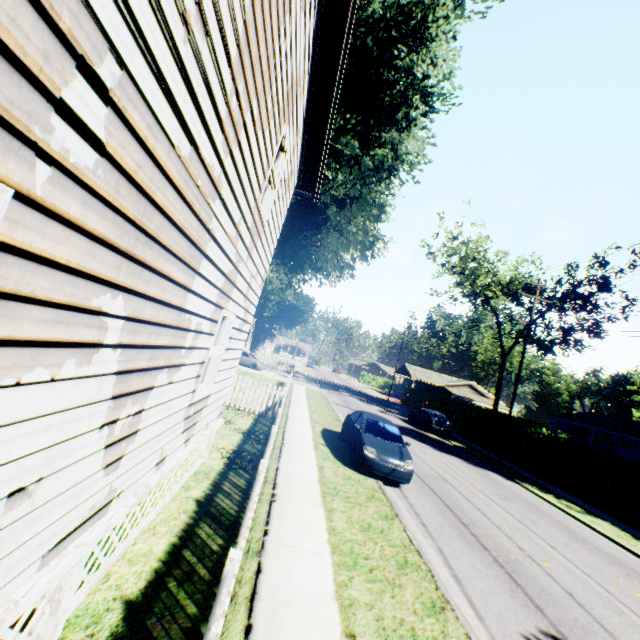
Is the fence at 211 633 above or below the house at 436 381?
below

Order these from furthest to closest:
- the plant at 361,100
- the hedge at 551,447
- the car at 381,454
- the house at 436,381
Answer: the house at 436,381 < the hedge at 551,447 < the plant at 361,100 < the car at 381,454

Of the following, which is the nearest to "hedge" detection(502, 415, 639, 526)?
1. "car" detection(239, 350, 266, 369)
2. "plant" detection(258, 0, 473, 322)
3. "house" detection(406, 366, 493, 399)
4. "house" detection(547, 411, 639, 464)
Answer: "plant" detection(258, 0, 473, 322)

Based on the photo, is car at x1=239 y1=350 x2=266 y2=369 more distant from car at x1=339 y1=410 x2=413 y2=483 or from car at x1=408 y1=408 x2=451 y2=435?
car at x1=339 y1=410 x2=413 y2=483

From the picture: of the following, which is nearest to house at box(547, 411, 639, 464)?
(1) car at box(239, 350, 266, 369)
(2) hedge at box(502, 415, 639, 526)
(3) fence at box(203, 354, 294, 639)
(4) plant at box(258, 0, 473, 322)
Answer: (4) plant at box(258, 0, 473, 322)

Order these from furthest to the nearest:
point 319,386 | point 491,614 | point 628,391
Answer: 1. point 628,391
2. point 319,386
3. point 491,614

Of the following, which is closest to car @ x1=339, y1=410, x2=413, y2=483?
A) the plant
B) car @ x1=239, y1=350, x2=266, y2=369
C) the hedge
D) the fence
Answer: the fence

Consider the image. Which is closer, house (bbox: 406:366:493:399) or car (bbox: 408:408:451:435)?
car (bbox: 408:408:451:435)
